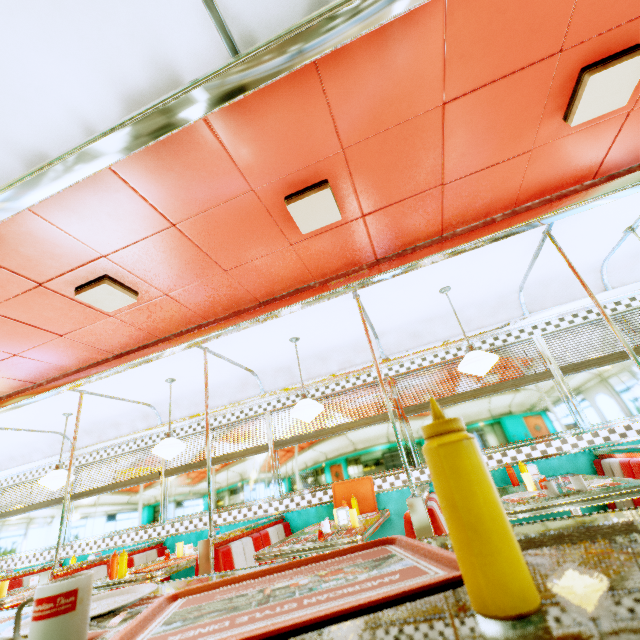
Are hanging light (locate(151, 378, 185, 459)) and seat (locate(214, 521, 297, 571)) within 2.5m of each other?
yes

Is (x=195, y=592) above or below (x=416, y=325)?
below

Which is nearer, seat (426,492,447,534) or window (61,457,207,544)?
seat (426,492,447,534)

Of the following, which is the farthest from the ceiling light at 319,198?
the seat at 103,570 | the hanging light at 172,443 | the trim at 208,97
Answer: the seat at 103,570

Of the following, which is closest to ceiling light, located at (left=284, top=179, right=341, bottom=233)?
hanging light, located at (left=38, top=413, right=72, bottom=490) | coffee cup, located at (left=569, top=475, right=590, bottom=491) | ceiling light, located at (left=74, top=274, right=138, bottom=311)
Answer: ceiling light, located at (left=74, top=274, right=138, bottom=311)

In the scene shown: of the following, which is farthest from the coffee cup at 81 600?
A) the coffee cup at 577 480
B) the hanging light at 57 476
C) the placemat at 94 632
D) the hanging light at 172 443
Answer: the hanging light at 57 476

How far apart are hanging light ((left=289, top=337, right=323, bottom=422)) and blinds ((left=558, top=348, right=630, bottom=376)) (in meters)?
3.00

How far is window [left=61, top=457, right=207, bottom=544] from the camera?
5.0m
